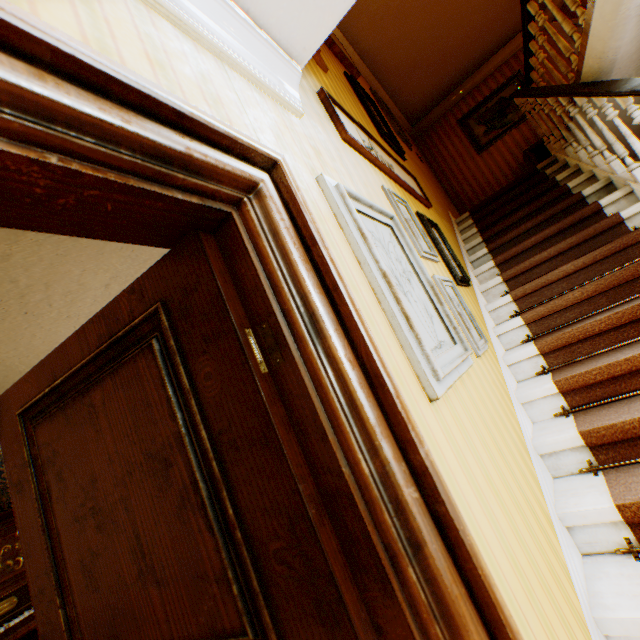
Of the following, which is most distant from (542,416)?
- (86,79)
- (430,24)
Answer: (430,24)

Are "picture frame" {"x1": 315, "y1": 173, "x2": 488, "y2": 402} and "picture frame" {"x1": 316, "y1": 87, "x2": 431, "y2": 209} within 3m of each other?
yes

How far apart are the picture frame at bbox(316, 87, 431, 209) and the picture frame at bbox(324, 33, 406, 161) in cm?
45

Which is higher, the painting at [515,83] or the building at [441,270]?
the painting at [515,83]

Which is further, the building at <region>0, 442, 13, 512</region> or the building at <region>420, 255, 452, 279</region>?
the building at <region>0, 442, 13, 512</region>

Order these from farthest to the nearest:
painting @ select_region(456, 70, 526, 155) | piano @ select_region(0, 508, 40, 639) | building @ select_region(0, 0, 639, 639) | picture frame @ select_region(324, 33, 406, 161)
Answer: painting @ select_region(456, 70, 526, 155)
picture frame @ select_region(324, 33, 406, 161)
piano @ select_region(0, 508, 40, 639)
building @ select_region(0, 0, 639, 639)

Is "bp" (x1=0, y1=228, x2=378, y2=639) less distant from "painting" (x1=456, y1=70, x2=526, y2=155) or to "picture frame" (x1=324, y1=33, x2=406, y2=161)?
"picture frame" (x1=324, y1=33, x2=406, y2=161)

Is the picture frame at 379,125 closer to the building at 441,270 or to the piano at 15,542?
the building at 441,270
